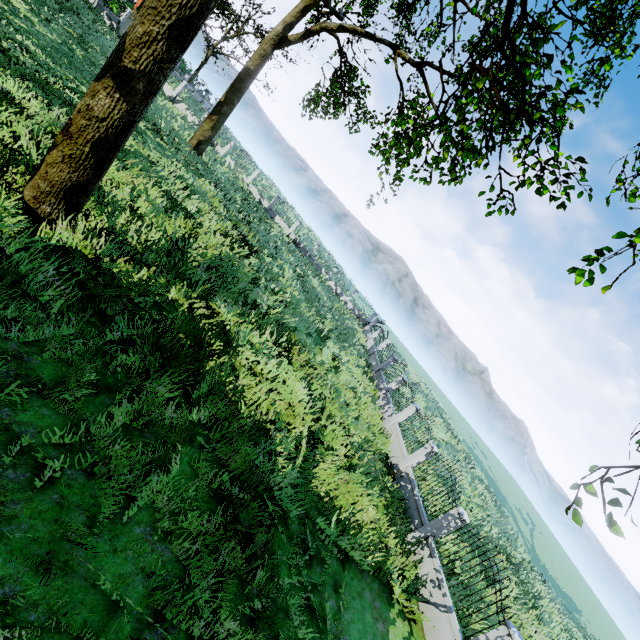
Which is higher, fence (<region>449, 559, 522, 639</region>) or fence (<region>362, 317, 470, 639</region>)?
fence (<region>449, 559, 522, 639</region>)

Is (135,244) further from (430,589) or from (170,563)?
(430,589)

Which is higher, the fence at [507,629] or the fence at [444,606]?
the fence at [507,629]

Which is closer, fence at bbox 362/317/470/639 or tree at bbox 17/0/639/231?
tree at bbox 17/0/639/231

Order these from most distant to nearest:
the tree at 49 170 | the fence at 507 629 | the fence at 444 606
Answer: the fence at 444 606, the fence at 507 629, the tree at 49 170

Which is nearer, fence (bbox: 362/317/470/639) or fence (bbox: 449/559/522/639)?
fence (bbox: 449/559/522/639)

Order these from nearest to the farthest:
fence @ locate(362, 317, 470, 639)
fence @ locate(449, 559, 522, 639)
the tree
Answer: the tree, fence @ locate(449, 559, 522, 639), fence @ locate(362, 317, 470, 639)
